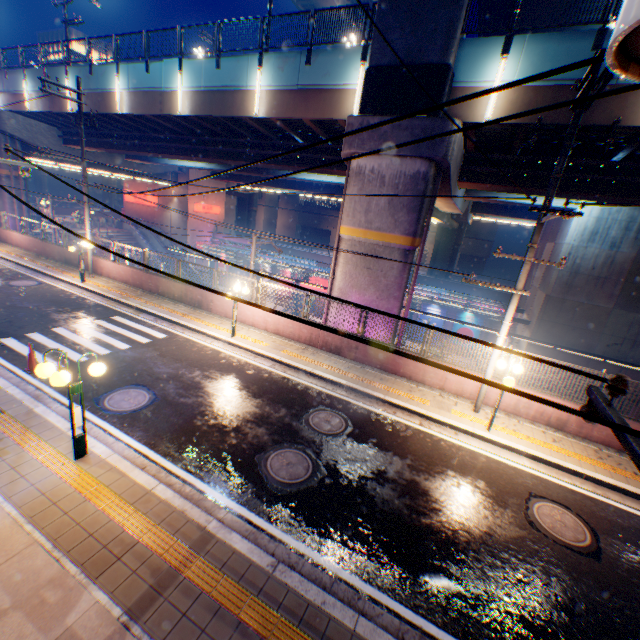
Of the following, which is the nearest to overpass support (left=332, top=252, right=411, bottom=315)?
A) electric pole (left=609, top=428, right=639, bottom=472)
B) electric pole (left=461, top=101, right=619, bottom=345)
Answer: electric pole (left=461, top=101, right=619, bottom=345)

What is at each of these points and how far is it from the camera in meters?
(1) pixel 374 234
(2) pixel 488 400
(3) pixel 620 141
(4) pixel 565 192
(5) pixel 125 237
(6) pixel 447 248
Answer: (1) overpass support, 13.1
(2) concrete block, 11.0
(3) overpass support, 11.4
(4) overpass support, 13.4
(5) steps, 37.6
(6) overpass support, 40.0

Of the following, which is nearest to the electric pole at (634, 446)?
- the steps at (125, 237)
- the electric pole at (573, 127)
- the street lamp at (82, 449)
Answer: the electric pole at (573, 127)

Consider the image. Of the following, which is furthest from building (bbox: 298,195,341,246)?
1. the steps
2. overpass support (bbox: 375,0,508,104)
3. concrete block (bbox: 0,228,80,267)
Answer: concrete block (bbox: 0,228,80,267)

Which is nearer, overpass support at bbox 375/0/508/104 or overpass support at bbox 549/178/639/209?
overpass support at bbox 375/0/508/104

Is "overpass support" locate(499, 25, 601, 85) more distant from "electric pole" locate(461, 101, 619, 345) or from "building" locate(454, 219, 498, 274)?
"building" locate(454, 219, 498, 274)

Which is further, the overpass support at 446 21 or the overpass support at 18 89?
the overpass support at 18 89
